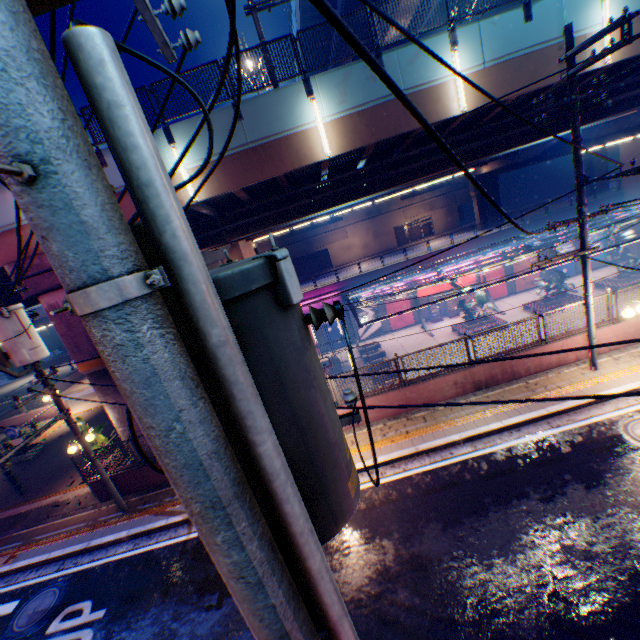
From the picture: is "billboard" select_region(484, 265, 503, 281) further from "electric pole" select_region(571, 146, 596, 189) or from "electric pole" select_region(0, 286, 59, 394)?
"electric pole" select_region(0, 286, 59, 394)

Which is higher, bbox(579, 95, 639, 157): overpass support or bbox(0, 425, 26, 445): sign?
bbox(579, 95, 639, 157): overpass support

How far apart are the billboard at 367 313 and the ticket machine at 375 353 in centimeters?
587cm

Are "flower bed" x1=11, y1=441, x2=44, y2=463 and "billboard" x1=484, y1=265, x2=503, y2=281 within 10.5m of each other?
no

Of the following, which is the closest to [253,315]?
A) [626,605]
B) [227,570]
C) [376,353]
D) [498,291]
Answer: [227,570]

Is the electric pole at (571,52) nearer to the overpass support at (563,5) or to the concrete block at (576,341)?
the concrete block at (576,341)

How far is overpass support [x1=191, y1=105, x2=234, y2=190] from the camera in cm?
1088

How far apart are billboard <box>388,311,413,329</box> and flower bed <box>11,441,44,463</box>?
29.05m
